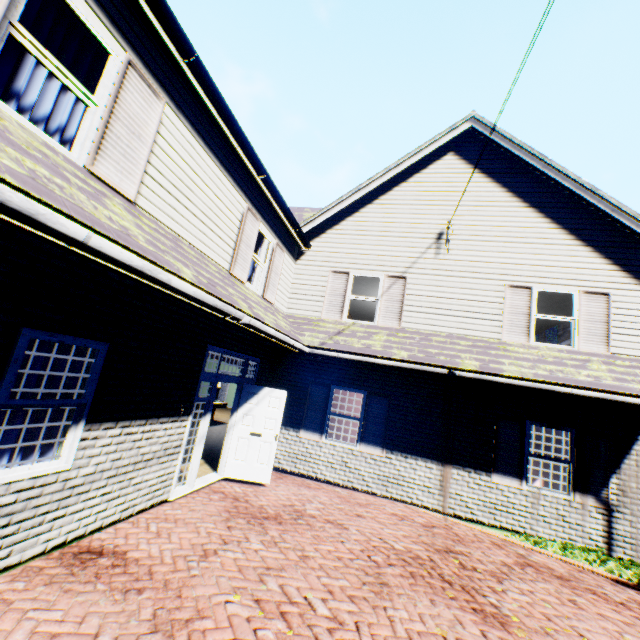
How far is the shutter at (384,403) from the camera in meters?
8.6

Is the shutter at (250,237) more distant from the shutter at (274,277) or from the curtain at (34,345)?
the curtain at (34,345)

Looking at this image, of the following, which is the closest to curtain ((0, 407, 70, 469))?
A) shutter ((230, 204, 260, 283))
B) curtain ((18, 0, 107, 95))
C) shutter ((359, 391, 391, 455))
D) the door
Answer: curtain ((18, 0, 107, 95))

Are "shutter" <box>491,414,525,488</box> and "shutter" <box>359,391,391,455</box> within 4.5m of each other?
yes

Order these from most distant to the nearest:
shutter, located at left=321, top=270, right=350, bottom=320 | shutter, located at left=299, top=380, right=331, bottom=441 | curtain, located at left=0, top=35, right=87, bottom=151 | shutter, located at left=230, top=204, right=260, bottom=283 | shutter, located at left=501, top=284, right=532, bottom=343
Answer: shutter, located at left=321, top=270, right=350, bottom=320 < shutter, located at left=299, top=380, right=331, bottom=441 < shutter, located at left=501, top=284, right=532, bottom=343 < shutter, located at left=230, top=204, right=260, bottom=283 < curtain, located at left=0, top=35, right=87, bottom=151

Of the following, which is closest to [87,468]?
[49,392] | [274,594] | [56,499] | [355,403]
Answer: [56,499]

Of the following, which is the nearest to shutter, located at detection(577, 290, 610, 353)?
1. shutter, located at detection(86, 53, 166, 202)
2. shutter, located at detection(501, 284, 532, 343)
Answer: shutter, located at detection(501, 284, 532, 343)

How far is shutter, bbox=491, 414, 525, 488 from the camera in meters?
7.8
